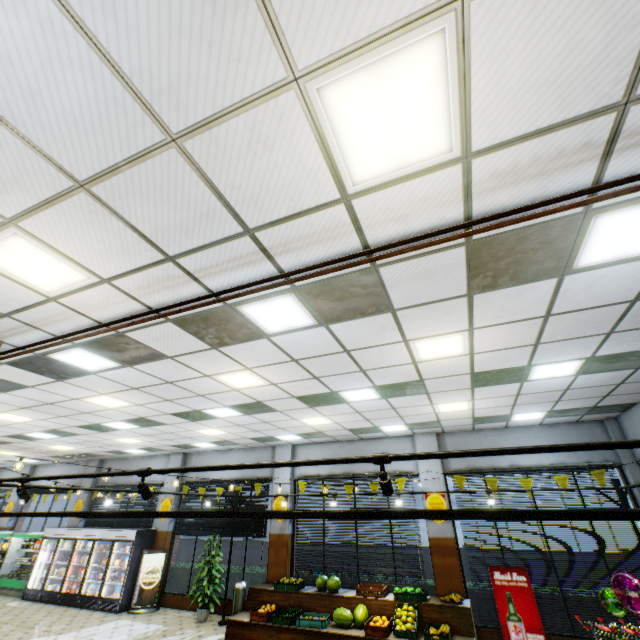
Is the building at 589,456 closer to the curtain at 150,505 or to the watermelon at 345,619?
the curtain at 150,505

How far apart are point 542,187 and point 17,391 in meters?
9.2

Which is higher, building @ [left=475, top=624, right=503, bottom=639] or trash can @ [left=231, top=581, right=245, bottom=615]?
trash can @ [left=231, top=581, right=245, bottom=615]

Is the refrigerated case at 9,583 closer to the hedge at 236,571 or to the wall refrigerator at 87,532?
the wall refrigerator at 87,532

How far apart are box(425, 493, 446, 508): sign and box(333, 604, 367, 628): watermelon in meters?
2.7

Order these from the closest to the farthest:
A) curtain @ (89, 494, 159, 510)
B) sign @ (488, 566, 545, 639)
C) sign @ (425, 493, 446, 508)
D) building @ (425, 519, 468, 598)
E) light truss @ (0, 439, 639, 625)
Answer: light truss @ (0, 439, 639, 625) < sign @ (488, 566, 545, 639) < building @ (425, 519, 468, 598) < sign @ (425, 493, 446, 508) < curtain @ (89, 494, 159, 510)

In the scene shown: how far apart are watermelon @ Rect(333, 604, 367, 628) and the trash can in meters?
3.4 m

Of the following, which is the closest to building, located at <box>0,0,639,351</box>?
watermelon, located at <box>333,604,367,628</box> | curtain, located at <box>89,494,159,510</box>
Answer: curtain, located at <box>89,494,159,510</box>
